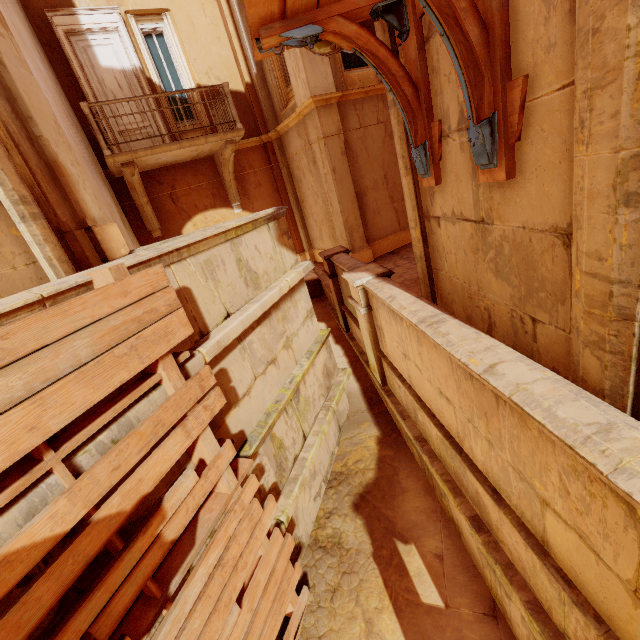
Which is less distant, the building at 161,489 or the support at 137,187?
the building at 161,489

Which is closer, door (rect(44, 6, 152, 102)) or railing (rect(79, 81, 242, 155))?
railing (rect(79, 81, 242, 155))

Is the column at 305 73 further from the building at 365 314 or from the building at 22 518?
the building at 22 518

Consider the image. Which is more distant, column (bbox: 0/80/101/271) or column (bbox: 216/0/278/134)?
column (bbox: 216/0/278/134)

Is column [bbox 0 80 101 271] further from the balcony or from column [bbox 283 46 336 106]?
column [bbox 283 46 336 106]

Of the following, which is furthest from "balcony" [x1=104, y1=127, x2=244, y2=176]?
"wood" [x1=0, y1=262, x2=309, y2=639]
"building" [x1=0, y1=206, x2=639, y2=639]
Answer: "wood" [x1=0, y1=262, x2=309, y2=639]

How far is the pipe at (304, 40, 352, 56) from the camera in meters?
3.1 m

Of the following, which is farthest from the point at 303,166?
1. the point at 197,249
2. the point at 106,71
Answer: the point at 197,249
